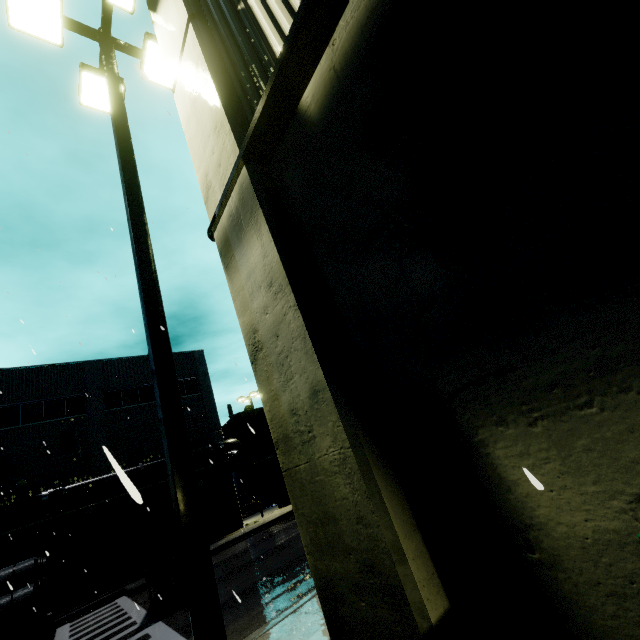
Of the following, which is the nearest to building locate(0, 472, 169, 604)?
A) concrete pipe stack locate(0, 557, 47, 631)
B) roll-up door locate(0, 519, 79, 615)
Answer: roll-up door locate(0, 519, 79, 615)

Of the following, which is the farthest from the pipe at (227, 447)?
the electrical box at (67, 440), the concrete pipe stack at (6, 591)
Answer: the electrical box at (67, 440)

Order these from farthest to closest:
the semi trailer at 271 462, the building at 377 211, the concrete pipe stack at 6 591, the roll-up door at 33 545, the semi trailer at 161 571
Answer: the semi trailer at 271 462
the roll-up door at 33 545
the semi trailer at 161 571
the concrete pipe stack at 6 591
the building at 377 211

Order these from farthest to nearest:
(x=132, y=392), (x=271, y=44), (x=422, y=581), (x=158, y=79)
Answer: (x=132, y=392) → (x=158, y=79) → (x=271, y=44) → (x=422, y=581)

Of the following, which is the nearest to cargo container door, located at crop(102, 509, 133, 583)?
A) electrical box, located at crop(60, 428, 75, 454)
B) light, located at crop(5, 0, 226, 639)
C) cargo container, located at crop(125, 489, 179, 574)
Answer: cargo container, located at crop(125, 489, 179, 574)

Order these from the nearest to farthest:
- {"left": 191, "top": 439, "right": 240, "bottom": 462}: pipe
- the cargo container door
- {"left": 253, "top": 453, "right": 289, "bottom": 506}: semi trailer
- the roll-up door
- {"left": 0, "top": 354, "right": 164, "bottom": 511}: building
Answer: the cargo container door < the roll-up door < {"left": 0, "top": 354, "right": 164, "bottom": 511}: building < {"left": 253, "top": 453, "right": 289, "bottom": 506}: semi trailer < {"left": 191, "top": 439, "right": 240, "bottom": 462}: pipe

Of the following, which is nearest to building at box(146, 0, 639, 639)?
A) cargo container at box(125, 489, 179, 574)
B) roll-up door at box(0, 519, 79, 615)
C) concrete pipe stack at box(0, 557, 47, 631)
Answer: roll-up door at box(0, 519, 79, 615)

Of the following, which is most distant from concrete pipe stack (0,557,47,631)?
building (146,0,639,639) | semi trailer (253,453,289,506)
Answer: building (146,0,639,639)
